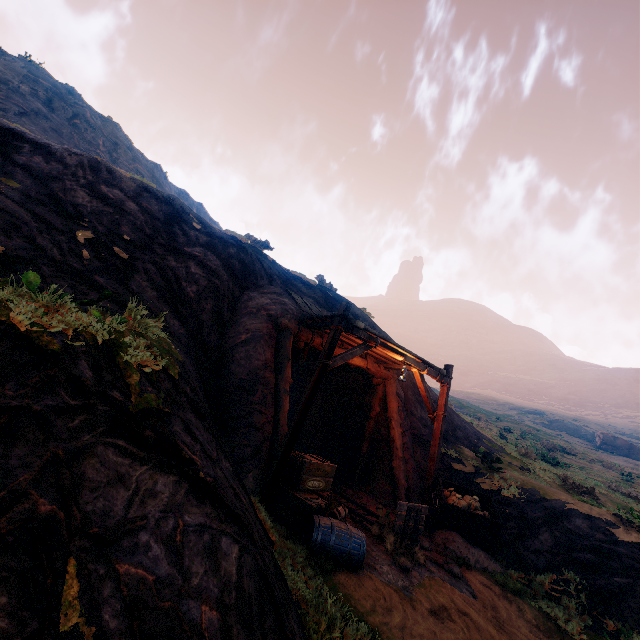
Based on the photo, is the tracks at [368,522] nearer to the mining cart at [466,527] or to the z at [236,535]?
the z at [236,535]

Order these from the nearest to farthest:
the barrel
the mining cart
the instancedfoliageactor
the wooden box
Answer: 1. the barrel
2. the wooden box
3. the mining cart
4. the instancedfoliageactor

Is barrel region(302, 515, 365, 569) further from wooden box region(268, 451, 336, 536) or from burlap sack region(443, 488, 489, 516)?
burlap sack region(443, 488, 489, 516)

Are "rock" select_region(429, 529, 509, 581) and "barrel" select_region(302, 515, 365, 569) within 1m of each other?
no

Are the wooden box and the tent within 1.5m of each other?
yes

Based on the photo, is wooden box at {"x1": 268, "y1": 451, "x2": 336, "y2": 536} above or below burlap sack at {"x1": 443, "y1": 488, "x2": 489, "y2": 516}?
below

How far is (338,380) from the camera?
12.9 meters

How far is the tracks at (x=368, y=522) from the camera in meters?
6.8 m
